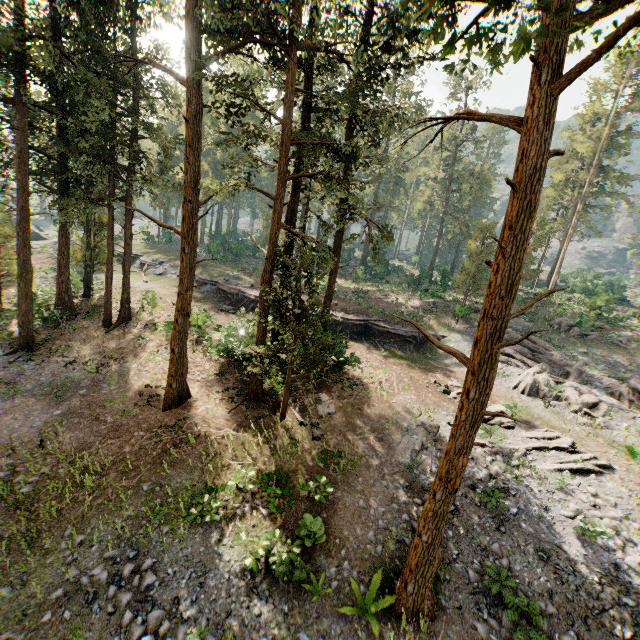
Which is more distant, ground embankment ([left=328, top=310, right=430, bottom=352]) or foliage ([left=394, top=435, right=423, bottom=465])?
ground embankment ([left=328, top=310, right=430, bottom=352])

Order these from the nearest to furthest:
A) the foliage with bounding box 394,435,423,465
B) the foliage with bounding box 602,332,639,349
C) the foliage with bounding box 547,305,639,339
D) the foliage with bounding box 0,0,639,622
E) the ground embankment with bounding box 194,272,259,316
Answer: the foliage with bounding box 0,0,639,622 < the foliage with bounding box 394,435,423,465 < the foliage with bounding box 602,332,639,349 < the foliage with bounding box 547,305,639,339 < the ground embankment with bounding box 194,272,259,316

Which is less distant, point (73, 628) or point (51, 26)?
point (73, 628)

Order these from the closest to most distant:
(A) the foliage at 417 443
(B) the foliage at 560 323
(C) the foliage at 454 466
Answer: (C) the foliage at 454 466 → (A) the foliage at 417 443 → (B) the foliage at 560 323

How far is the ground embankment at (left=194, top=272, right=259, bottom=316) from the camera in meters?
31.5 m

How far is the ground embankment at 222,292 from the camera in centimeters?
3145cm

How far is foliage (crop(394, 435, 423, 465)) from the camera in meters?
15.6
